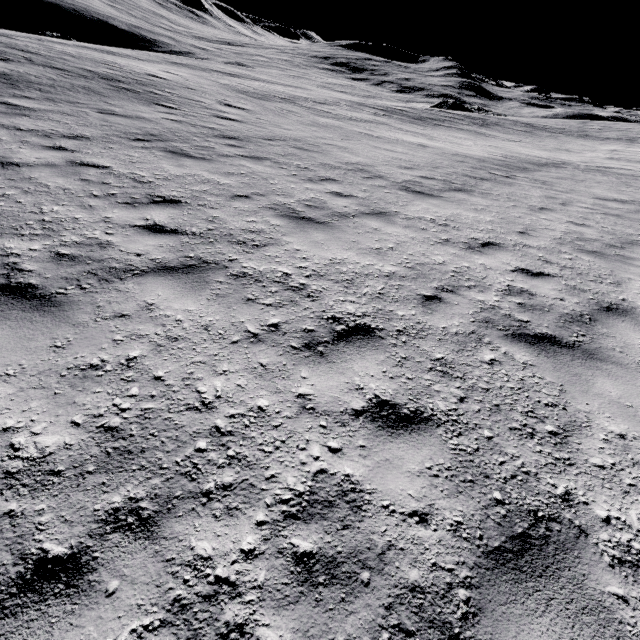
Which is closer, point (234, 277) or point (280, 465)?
point (280, 465)
